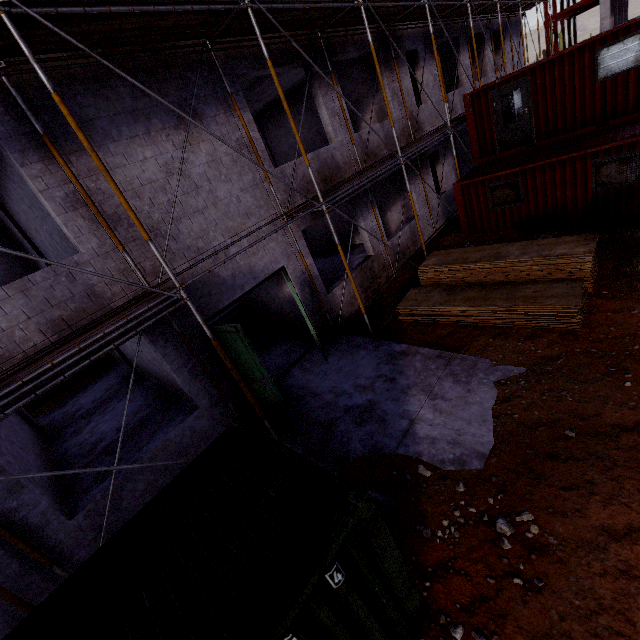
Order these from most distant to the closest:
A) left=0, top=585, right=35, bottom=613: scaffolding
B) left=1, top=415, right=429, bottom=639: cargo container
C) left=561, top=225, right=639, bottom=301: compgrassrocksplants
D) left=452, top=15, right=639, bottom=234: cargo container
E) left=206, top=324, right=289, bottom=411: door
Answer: left=452, top=15, right=639, bottom=234: cargo container
left=561, top=225, right=639, bottom=301: compgrassrocksplants
left=206, top=324, right=289, bottom=411: door
left=0, top=585, right=35, bottom=613: scaffolding
left=1, top=415, right=429, bottom=639: cargo container

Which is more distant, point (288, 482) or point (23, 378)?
point (23, 378)

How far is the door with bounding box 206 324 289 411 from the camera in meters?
6.9 m

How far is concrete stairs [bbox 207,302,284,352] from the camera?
11.4m

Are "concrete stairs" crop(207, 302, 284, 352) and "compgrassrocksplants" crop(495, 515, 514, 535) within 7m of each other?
no

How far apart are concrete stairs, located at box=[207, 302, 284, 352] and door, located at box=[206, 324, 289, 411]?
3.4m

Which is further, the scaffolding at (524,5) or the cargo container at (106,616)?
the scaffolding at (524,5)

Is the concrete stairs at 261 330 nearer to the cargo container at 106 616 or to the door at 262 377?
the door at 262 377
